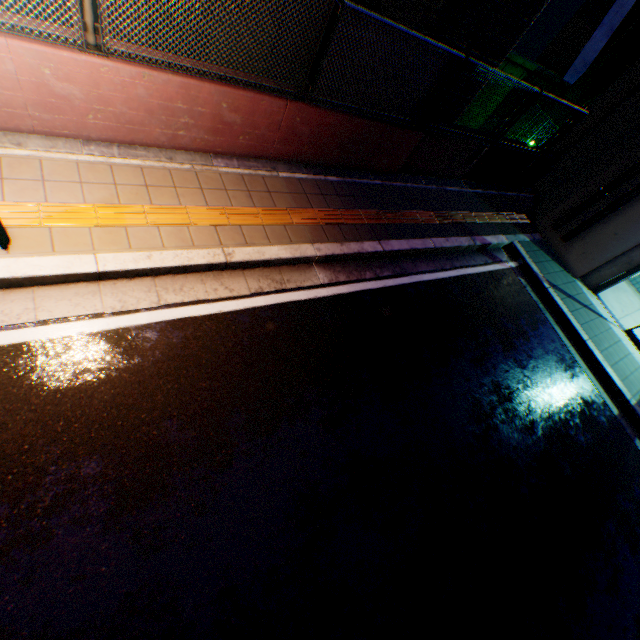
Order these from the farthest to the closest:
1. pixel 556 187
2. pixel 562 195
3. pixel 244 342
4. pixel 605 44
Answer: pixel 605 44, pixel 556 187, pixel 562 195, pixel 244 342

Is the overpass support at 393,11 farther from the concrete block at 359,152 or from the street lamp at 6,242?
the street lamp at 6,242

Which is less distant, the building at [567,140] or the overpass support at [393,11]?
the overpass support at [393,11]

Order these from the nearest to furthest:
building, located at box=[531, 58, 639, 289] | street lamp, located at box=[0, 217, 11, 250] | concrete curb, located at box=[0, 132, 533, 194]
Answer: street lamp, located at box=[0, 217, 11, 250]
concrete curb, located at box=[0, 132, 533, 194]
building, located at box=[531, 58, 639, 289]

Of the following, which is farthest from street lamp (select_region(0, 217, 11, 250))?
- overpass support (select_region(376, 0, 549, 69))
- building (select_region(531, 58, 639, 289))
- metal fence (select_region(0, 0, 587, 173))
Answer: building (select_region(531, 58, 639, 289))

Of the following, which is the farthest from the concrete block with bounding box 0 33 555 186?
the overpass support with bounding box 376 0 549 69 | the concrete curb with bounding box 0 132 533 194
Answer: the overpass support with bounding box 376 0 549 69

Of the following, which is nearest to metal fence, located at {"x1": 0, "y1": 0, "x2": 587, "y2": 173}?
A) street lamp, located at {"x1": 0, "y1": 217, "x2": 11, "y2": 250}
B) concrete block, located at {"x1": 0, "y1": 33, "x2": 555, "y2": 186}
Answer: concrete block, located at {"x1": 0, "y1": 33, "x2": 555, "y2": 186}
